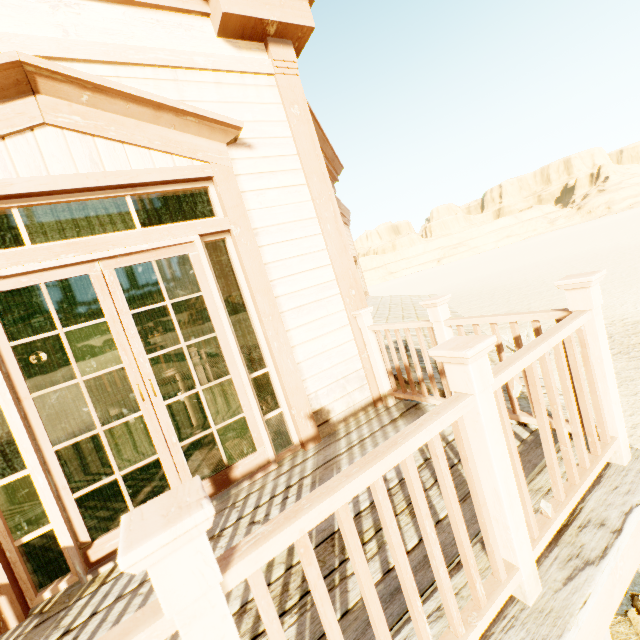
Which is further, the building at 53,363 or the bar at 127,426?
the bar at 127,426

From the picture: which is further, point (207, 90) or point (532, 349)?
point (207, 90)

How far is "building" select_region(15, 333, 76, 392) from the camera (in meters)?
9.17

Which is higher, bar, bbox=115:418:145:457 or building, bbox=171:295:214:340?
building, bbox=171:295:214:340

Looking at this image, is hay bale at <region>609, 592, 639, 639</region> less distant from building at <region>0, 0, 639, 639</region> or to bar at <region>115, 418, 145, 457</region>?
building at <region>0, 0, 639, 639</region>

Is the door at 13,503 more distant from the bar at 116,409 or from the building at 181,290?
the bar at 116,409

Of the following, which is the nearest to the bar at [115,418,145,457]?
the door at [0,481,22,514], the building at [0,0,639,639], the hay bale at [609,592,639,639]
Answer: the building at [0,0,639,639]

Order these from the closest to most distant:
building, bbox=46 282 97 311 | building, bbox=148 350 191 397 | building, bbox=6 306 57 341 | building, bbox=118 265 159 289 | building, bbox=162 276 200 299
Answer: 1. building, bbox=148 350 191 397
2. building, bbox=46 282 97 311
3. building, bbox=118 265 159 289
4. building, bbox=6 306 57 341
5. building, bbox=162 276 200 299
